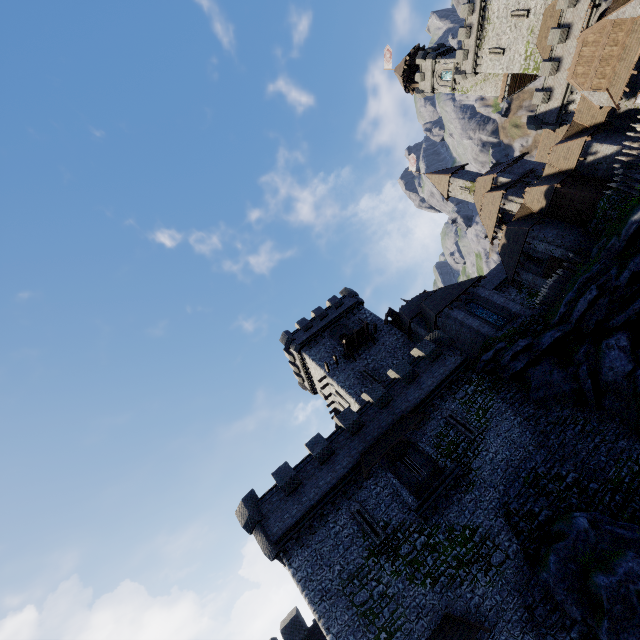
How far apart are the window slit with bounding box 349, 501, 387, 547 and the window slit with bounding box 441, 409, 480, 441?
8.3m

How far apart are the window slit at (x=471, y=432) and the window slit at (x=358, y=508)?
8.3 meters

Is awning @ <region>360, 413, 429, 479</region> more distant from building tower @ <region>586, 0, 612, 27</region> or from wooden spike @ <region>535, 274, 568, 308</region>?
building tower @ <region>586, 0, 612, 27</region>

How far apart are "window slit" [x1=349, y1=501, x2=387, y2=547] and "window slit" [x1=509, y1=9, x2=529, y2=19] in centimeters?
6051cm

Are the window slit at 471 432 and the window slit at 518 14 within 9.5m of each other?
no

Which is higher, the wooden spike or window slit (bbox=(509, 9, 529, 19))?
window slit (bbox=(509, 9, 529, 19))

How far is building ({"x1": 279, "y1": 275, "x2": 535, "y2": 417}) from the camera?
29.30m

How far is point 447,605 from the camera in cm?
1692
